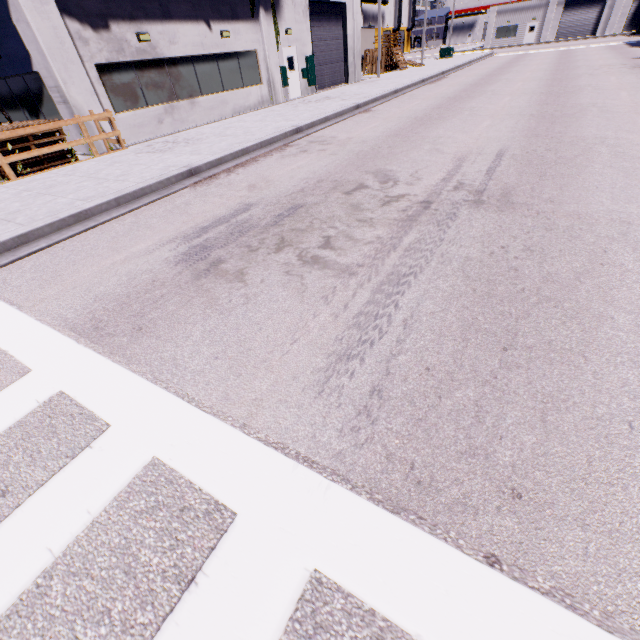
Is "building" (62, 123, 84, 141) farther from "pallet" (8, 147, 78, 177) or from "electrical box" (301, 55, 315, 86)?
"pallet" (8, 147, 78, 177)

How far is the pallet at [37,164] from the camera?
9.45m

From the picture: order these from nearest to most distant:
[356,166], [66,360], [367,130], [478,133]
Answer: [66,360], [356,166], [478,133], [367,130]

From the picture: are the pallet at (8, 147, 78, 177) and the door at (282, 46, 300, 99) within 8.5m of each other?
no

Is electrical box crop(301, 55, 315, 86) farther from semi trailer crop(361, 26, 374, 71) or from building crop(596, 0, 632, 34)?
semi trailer crop(361, 26, 374, 71)

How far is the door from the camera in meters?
18.8

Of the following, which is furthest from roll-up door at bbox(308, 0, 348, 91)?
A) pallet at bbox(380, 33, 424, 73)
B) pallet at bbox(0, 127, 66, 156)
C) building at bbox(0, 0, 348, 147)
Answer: pallet at bbox(0, 127, 66, 156)

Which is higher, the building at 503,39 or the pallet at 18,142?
the building at 503,39
